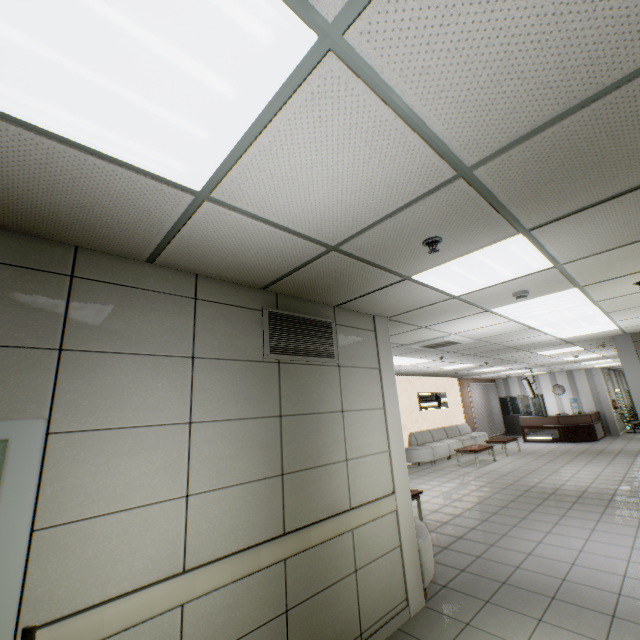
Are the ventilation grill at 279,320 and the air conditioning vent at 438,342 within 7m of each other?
yes

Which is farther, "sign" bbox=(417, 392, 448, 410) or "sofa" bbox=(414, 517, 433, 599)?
"sign" bbox=(417, 392, 448, 410)

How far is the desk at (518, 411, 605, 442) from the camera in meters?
14.1 m

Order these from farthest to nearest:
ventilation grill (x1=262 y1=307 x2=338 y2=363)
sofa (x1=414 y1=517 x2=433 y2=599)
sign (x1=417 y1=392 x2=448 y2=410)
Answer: sign (x1=417 y1=392 x2=448 y2=410) < sofa (x1=414 y1=517 x2=433 y2=599) < ventilation grill (x1=262 y1=307 x2=338 y2=363)

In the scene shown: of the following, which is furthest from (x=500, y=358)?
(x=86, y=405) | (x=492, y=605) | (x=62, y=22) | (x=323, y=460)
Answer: (x=62, y=22)

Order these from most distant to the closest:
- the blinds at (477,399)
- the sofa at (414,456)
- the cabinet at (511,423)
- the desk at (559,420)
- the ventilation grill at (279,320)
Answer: the cabinet at (511,423), the blinds at (477,399), the desk at (559,420), the sofa at (414,456), the ventilation grill at (279,320)

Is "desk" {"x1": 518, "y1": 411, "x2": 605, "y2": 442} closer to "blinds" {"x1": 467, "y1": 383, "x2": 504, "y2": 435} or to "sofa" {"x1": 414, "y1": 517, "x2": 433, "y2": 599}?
"blinds" {"x1": 467, "y1": 383, "x2": 504, "y2": 435}

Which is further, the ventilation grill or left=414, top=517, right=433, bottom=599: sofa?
left=414, top=517, right=433, bottom=599: sofa
